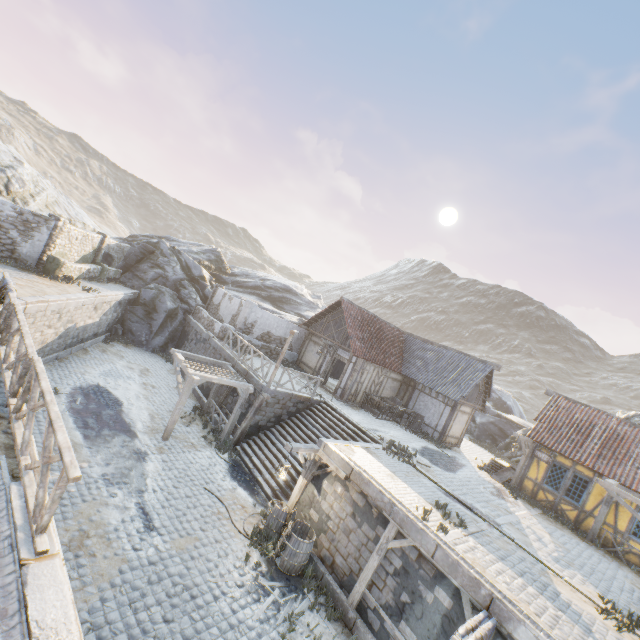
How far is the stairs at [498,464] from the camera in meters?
18.5

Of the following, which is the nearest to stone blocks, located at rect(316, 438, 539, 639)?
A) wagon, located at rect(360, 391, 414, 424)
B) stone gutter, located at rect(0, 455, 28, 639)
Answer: stone gutter, located at rect(0, 455, 28, 639)

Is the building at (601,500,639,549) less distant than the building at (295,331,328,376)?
Yes

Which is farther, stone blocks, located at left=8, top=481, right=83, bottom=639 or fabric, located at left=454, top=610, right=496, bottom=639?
fabric, located at left=454, top=610, right=496, bottom=639

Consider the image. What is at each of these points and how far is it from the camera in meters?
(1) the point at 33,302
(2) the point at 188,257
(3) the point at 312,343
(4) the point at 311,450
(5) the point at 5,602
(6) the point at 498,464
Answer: (1) stone blocks, 12.3
(2) rock, 29.1
(3) building, 23.3
(4) street light, 11.5
(5) stone gutter, 3.3
(6) stairs, 18.8

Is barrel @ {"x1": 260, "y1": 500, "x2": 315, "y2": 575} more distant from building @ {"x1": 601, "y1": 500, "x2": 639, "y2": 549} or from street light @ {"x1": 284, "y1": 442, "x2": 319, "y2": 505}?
building @ {"x1": 601, "y1": 500, "x2": 639, "y2": 549}

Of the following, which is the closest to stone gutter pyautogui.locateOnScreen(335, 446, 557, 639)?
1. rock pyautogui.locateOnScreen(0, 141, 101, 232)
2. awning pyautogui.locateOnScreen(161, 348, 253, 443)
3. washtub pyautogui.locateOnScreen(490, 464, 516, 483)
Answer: awning pyautogui.locateOnScreen(161, 348, 253, 443)

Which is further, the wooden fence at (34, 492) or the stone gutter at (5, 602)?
the wooden fence at (34, 492)
